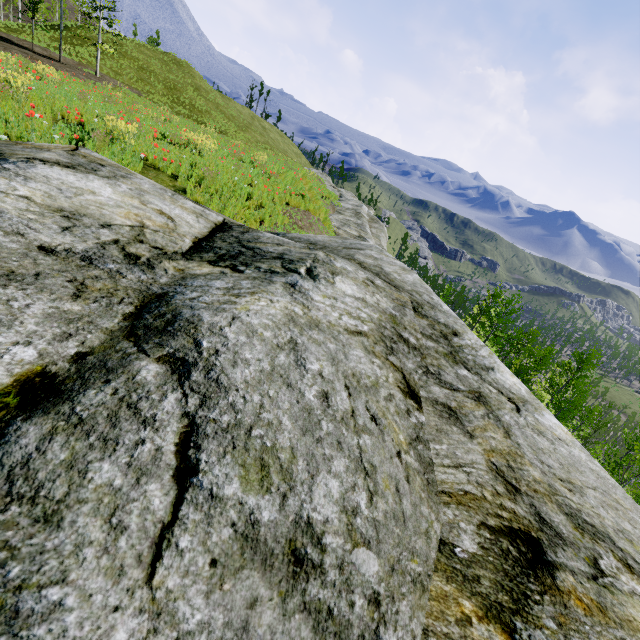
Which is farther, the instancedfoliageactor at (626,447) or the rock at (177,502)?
the instancedfoliageactor at (626,447)

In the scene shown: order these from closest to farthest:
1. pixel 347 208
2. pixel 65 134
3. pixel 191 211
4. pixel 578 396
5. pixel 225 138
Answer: pixel 191 211 < pixel 65 134 < pixel 347 208 < pixel 225 138 < pixel 578 396

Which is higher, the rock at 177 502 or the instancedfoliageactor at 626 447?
the rock at 177 502

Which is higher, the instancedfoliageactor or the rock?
the rock

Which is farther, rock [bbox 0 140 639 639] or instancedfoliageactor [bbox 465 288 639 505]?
instancedfoliageactor [bbox 465 288 639 505]
